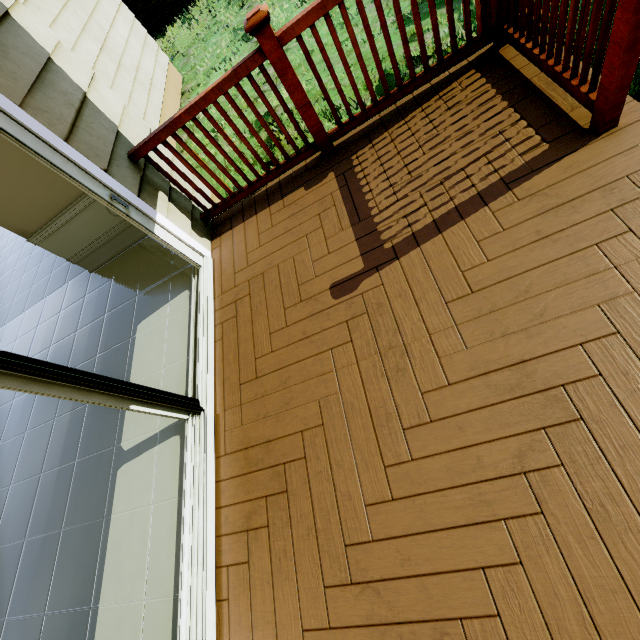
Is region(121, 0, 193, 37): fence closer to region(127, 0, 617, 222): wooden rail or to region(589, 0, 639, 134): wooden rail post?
region(127, 0, 617, 222): wooden rail

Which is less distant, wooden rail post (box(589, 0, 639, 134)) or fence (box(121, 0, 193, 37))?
wooden rail post (box(589, 0, 639, 134))

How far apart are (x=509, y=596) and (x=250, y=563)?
1.22m

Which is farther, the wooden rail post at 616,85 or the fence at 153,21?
the fence at 153,21

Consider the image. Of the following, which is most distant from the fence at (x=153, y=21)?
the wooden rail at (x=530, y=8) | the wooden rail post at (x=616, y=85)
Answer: the wooden rail post at (x=616, y=85)

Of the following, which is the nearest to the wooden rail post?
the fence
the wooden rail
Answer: the wooden rail
